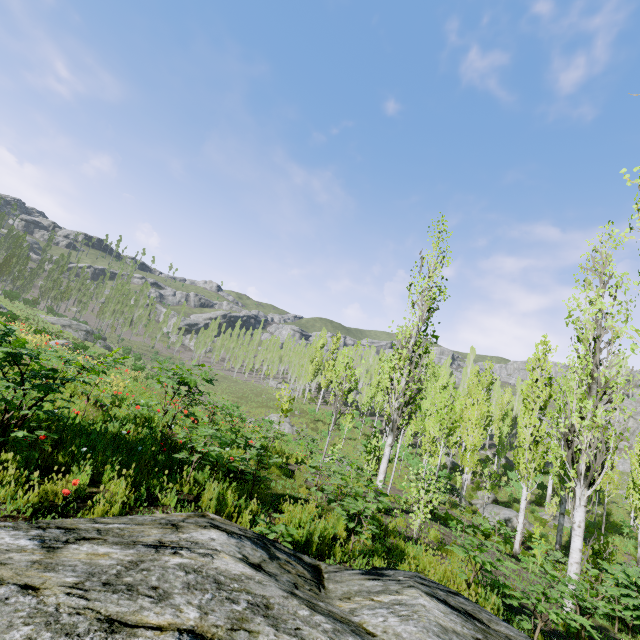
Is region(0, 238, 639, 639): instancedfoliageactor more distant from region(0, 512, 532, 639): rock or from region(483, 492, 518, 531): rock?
region(483, 492, 518, 531): rock

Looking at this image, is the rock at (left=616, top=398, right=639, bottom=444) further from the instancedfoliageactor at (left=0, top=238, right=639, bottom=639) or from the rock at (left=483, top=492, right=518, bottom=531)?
the rock at (left=483, top=492, right=518, bottom=531)

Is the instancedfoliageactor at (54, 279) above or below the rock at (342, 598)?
above

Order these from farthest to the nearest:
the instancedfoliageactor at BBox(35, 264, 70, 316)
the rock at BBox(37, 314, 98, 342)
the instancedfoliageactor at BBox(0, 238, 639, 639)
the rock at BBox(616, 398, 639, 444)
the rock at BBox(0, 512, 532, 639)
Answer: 1. the instancedfoliageactor at BBox(35, 264, 70, 316)
2. the rock at BBox(616, 398, 639, 444)
3. the rock at BBox(37, 314, 98, 342)
4. the instancedfoliageactor at BBox(0, 238, 639, 639)
5. the rock at BBox(0, 512, 532, 639)

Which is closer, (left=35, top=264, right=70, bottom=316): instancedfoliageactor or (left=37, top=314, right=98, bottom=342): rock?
(left=37, top=314, right=98, bottom=342): rock

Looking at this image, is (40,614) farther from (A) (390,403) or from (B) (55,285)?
(B) (55,285)

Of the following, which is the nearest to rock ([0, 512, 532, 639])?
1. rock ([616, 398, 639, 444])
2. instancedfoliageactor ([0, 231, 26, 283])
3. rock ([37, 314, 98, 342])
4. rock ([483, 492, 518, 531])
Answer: instancedfoliageactor ([0, 231, 26, 283])

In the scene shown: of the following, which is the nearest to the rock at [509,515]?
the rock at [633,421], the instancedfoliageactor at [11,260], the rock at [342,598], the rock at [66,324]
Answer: the instancedfoliageactor at [11,260]
